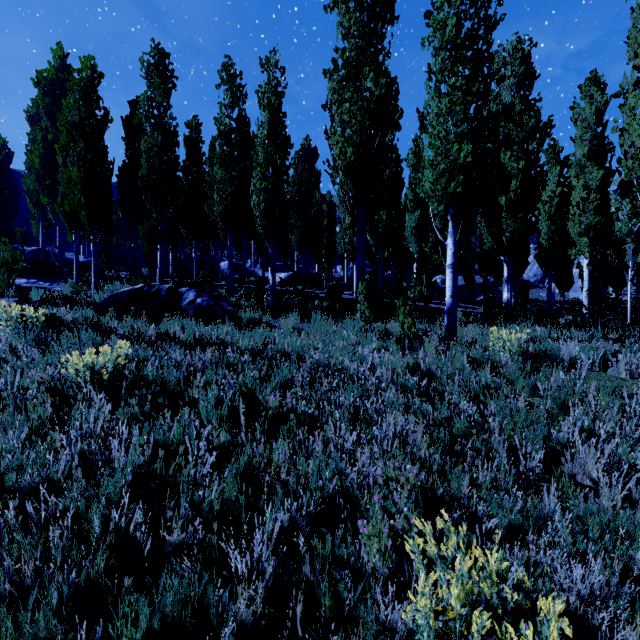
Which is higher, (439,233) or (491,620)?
(439,233)

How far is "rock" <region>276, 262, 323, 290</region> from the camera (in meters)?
22.08

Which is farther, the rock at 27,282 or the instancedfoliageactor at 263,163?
the rock at 27,282

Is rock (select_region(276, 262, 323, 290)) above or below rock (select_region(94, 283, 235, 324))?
above

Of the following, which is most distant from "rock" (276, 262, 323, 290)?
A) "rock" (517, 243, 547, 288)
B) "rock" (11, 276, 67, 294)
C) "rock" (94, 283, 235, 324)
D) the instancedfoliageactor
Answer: "rock" (517, 243, 547, 288)

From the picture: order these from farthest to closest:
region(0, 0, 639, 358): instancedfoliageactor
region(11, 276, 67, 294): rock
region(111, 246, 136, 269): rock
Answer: region(111, 246, 136, 269): rock, region(11, 276, 67, 294): rock, region(0, 0, 639, 358): instancedfoliageactor

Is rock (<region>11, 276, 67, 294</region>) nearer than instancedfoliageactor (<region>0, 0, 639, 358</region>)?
No

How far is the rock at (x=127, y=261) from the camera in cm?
2648
